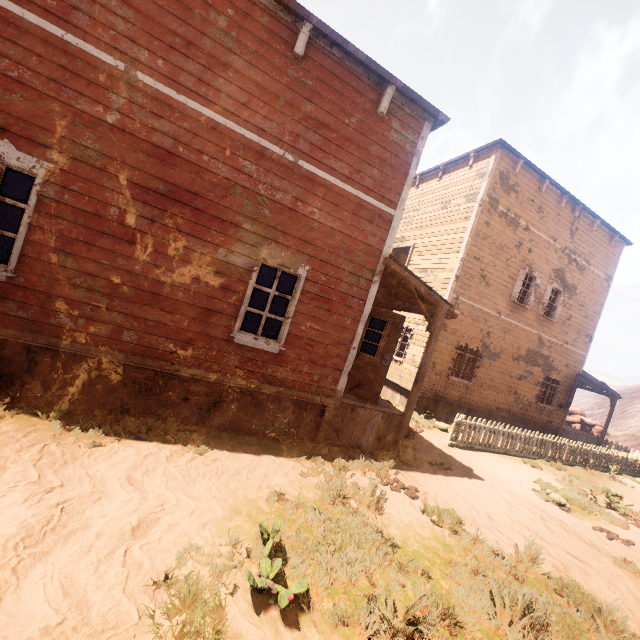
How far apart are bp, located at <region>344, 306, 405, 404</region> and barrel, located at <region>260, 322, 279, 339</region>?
1.2 meters

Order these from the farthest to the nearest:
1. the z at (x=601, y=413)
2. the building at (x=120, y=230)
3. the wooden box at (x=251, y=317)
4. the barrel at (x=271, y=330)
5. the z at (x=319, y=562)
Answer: the z at (x=601, y=413), the wooden box at (x=251, y=317), the barrel at (x=271, y=330), the building at (x=120, y=230), the z at (x=319, y=562)

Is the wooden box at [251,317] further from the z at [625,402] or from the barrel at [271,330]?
the barrel at [271,330]

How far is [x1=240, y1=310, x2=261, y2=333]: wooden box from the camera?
13.3m

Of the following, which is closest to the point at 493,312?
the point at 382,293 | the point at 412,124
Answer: the point at 382,293

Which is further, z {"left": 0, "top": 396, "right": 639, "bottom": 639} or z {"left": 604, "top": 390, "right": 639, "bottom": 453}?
z {"left": 604, "top": 390, "right": 639, "bottom": 453}

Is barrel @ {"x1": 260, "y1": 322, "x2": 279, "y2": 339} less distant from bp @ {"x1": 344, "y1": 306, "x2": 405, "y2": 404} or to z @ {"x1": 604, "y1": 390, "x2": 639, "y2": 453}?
bp @ {"x1": 344, "y1": 306, "x2": 405, "y2": 404}

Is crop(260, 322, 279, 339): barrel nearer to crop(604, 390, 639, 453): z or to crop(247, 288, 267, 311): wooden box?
crop(604, 390, 639, 453): z
